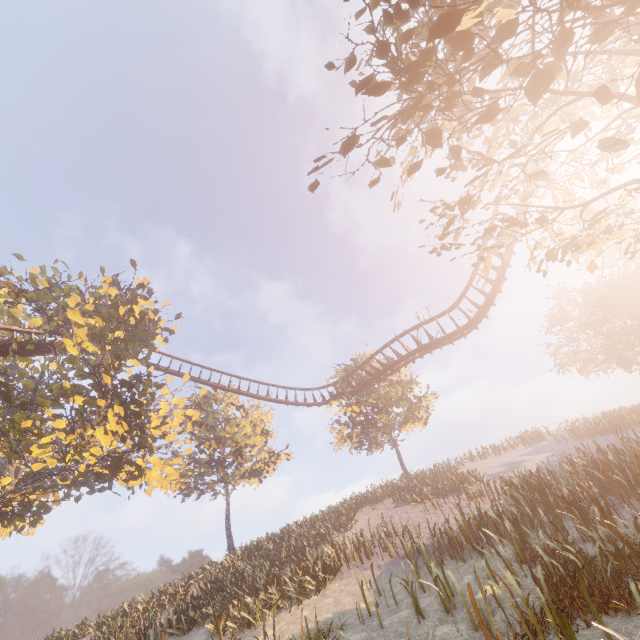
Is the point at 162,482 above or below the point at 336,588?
above

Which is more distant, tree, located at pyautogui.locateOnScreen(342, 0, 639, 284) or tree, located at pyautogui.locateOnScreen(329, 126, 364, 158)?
tree, located at pyautogui.locateOnScreen(329, 126, 364, 158)

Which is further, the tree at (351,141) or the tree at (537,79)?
the tree at (351,141)

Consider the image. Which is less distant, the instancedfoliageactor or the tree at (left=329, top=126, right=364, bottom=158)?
the tree at (left=329, top=126, right=364, bottom=158)

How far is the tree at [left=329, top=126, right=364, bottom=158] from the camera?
6.09m

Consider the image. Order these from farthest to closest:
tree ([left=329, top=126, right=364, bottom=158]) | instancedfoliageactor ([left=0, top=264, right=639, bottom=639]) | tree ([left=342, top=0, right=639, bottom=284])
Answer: instancedfoliageactor ([left=0, top=264, right=639, bottom=639])
tree ([left=329, top=126, right=364, bottom=158])
tree ([left=342, top=0, right=639, bottom=284])

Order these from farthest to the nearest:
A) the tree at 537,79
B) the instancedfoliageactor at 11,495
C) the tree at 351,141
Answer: the instancedfoliageactor at 11,495, the tree at 351,141, the tree at 537,79
